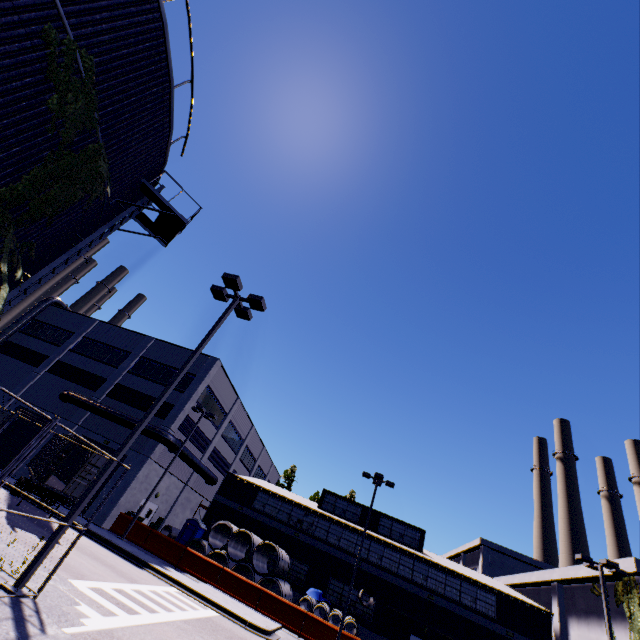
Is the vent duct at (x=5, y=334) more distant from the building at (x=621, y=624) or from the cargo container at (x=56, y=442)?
the cargo container at (x=56, y=442)

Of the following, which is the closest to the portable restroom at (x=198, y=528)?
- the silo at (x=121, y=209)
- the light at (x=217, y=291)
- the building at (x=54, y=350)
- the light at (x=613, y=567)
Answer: the building at (x=54, y=350)

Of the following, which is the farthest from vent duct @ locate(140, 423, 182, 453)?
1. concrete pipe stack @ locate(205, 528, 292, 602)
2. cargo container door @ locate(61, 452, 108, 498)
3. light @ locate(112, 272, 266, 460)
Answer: light @ locate(112, 272, 266, 460)

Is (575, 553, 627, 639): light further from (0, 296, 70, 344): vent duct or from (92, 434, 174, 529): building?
(0, 296, 70, 344): vent duct

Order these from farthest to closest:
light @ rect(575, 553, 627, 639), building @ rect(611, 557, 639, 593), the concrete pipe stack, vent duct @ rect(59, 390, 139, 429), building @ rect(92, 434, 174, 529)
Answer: vent duct @ rect(59, 390, 139, 429) < building @ rect(92, 434, 174, 529) < the concrete pipe stack < building @ rect(611, 557, 639, 593) < light @ rect(575, 553, 627, 639)

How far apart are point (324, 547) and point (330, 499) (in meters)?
5.53

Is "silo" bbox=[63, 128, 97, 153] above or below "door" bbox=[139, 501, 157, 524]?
above

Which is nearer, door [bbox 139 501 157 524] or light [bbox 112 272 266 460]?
light [bbox 112 272 266 460]
